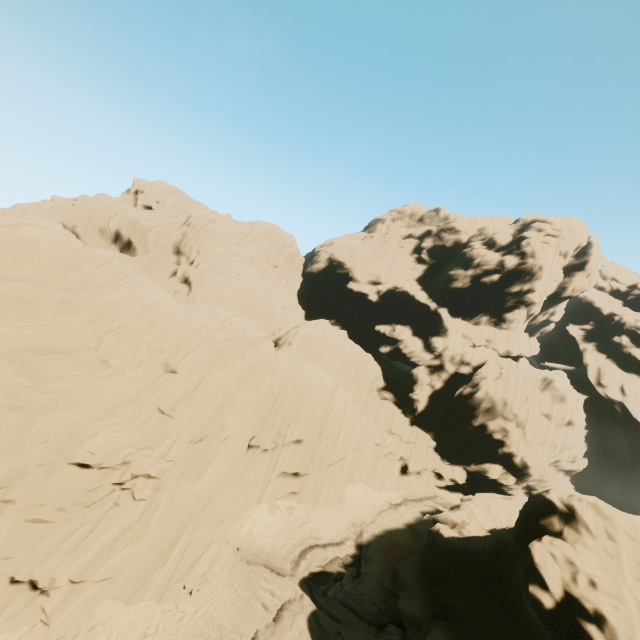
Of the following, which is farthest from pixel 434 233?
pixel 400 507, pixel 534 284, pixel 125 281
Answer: pixel 125 281
